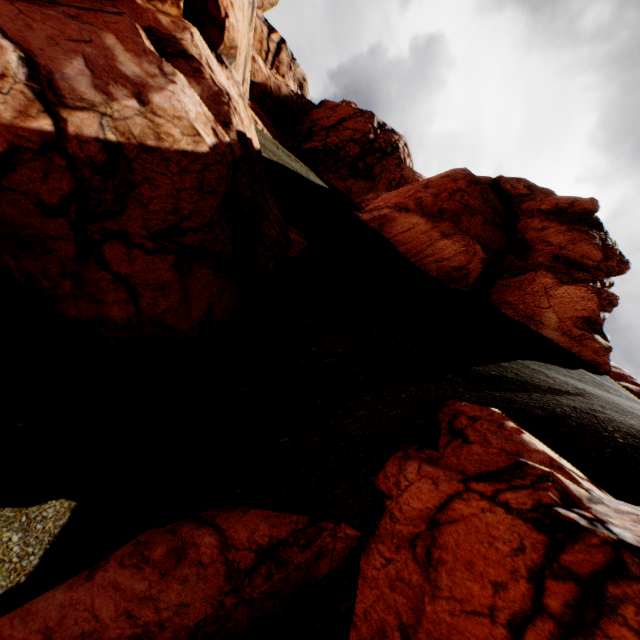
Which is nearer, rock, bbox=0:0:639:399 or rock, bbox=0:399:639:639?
rock, bbox=0:399:639:639

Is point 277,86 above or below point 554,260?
below

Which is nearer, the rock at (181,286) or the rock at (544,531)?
the rock at (544,531)
